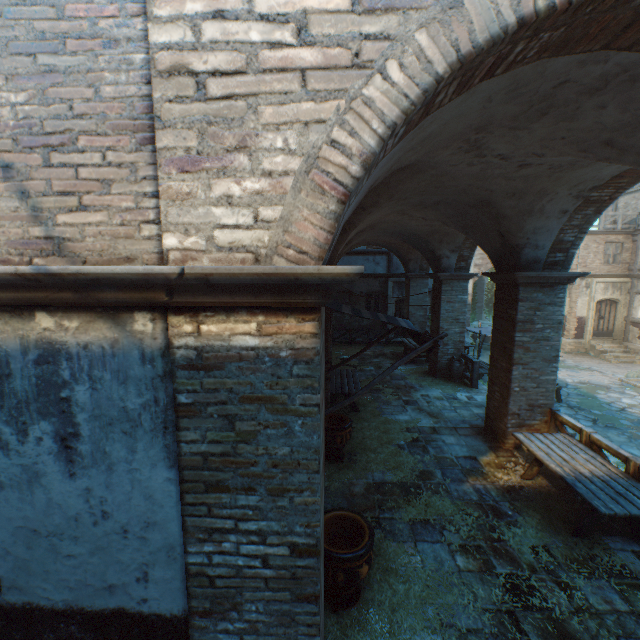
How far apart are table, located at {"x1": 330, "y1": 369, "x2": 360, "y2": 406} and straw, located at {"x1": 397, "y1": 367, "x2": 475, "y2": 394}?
2.3m

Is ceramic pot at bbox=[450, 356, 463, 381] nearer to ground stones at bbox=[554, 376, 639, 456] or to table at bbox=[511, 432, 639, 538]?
ground stones at bbox=[554, 376, 639, 456]

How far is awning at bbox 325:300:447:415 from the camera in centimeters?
413cm

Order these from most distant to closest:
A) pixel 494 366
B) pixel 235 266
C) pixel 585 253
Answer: pixel 585 253, pixel 494 366, pixel 235 266

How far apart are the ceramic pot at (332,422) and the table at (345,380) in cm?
147

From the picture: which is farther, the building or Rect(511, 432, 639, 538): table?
Rect(511, 432, 639, 538): table

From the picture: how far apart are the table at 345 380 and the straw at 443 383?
2.30m

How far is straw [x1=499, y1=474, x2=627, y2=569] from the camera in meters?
4.6 m
